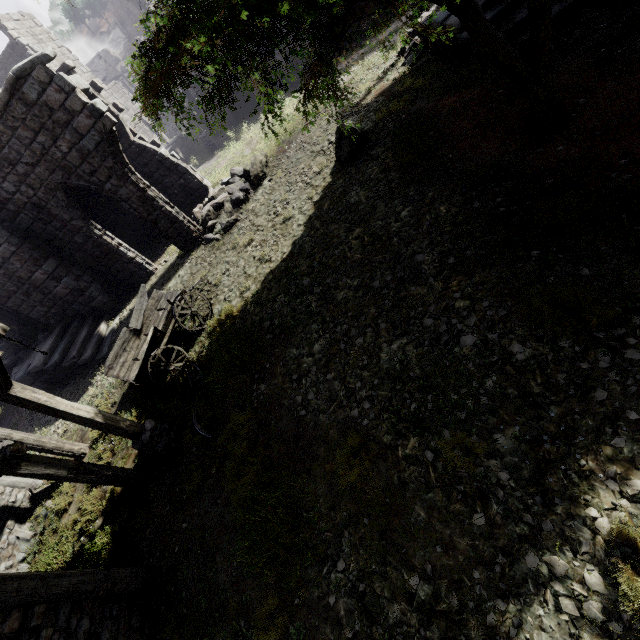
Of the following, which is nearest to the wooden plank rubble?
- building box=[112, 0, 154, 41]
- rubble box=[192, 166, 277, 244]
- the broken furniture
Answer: building box=[112, 0, 154, 41]

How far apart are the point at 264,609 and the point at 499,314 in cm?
590

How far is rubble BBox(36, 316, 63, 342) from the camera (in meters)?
13.84

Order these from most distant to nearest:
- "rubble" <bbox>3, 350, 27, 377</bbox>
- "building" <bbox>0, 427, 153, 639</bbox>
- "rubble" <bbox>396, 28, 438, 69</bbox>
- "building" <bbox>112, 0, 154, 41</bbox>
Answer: "building" <bbox>112, 0, 154, 41</bbox>
"rubble" <bbox>3, 350, 27, 377</bbox>
"rubble" <bbox>396, 28, 438, 69</bbox>
"building" <bbox>0, 427, 153, 639</bbox>

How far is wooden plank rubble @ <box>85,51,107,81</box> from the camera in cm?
4838

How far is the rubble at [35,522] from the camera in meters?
9.0 m

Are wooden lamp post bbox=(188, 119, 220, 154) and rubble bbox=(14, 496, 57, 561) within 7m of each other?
no

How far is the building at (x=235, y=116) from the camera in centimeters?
2120cm
